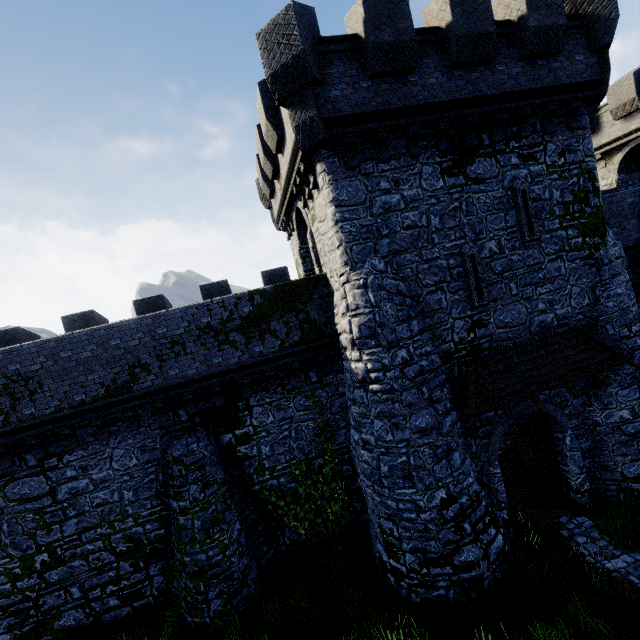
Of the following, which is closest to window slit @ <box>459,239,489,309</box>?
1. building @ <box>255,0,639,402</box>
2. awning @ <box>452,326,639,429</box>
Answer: building @ <box>255,0,639,402</box>

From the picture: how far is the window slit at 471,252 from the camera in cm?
1024

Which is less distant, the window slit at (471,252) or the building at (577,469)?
the window slit at (471,252)

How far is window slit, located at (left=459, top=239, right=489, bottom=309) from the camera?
10.2 meters

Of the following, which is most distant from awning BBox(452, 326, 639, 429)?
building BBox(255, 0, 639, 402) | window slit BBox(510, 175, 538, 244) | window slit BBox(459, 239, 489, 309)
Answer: window slit BBox(510, 175, 538, 244)

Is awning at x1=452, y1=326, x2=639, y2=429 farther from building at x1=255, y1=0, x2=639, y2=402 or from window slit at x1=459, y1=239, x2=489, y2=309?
window slit at x1=459, y1=239, x2=489, y2=309

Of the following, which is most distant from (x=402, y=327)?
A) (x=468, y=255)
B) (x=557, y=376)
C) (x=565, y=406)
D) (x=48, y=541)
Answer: (x=48, y=541)

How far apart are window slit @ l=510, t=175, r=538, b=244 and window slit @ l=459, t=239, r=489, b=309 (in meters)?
1.53
